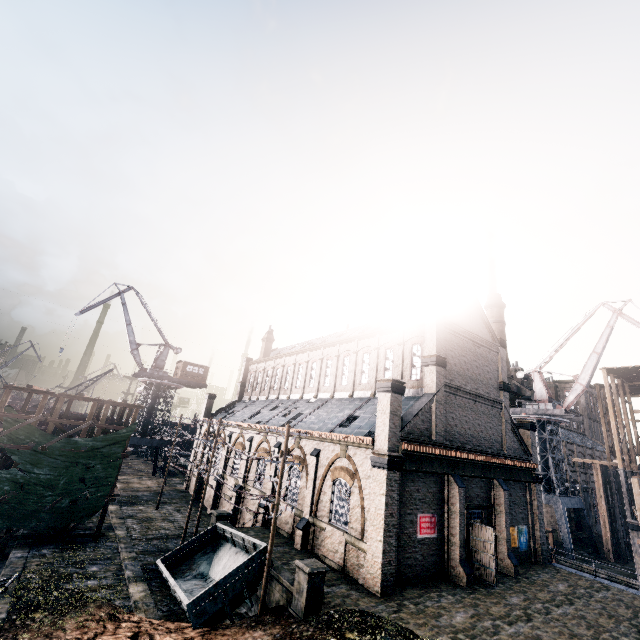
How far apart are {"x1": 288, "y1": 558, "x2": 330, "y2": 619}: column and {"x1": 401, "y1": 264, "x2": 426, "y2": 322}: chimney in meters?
19.2 m

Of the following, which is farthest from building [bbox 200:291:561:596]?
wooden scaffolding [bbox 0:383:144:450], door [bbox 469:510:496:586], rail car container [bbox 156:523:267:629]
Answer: wooden scaffolding [bbox 0:383:144:450]

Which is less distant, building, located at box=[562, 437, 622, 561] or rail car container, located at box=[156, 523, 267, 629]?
rail car container, located at box=[156, 523, 267, 629]

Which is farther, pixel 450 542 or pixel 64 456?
pixel 64 456

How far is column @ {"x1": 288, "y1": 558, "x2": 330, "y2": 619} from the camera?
14.1 meters

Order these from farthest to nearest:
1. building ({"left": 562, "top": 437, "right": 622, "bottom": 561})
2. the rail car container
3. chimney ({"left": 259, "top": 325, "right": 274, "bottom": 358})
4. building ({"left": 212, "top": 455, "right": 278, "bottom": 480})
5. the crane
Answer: chimney ({"left": 259, "top": 325, "right": 274, "bottom": 358}), the crane, building ({"left": 562, "top": 437, "right": 622, "bottom": 561}), building ({"left": 212, "top": 455, "right": 278, "bottom": 480}), the rail car container

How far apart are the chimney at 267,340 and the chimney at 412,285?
28.5m

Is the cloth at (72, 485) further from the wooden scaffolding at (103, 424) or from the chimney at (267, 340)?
the chimney at (267, 340)
